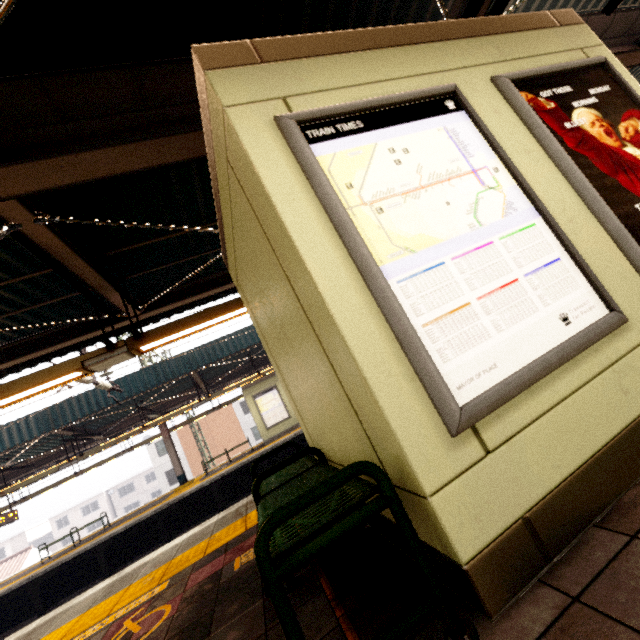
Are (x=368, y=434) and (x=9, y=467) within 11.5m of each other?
no

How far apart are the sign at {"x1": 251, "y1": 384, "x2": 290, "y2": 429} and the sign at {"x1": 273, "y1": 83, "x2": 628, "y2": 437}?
15.0 meters

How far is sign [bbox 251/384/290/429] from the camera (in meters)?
15.48

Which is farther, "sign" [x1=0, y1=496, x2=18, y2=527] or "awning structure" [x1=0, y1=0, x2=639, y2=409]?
"sign" [x1=0, y1=496, x2=18, y2=527]

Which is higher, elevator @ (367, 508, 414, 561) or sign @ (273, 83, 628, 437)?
sign @ (273, 83, 628, 437)

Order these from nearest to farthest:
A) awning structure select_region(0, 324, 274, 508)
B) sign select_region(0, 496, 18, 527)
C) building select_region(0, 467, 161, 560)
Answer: awning structure select_region(0, 324, 274, 508) → sign select_region(0, 496, 18, 527) → building select_region(0, 467, 161, 560)

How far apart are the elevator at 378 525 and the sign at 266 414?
12.5 meters

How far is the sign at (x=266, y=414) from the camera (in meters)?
15.48
